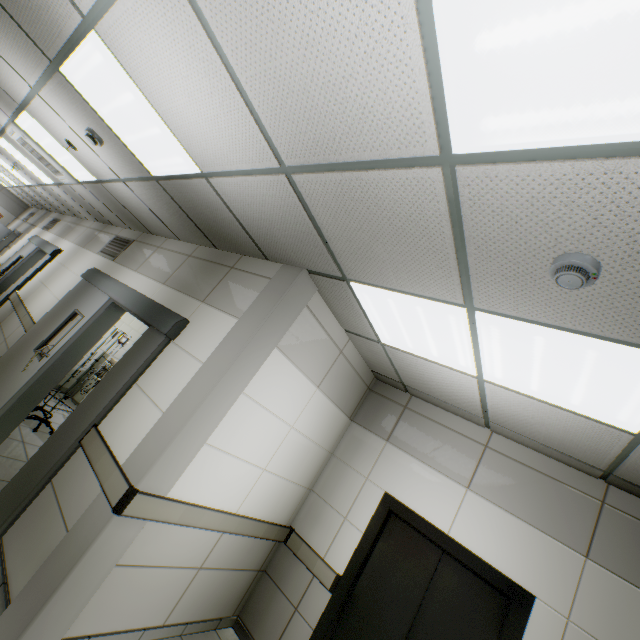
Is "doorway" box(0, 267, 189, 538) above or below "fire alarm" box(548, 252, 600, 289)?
below

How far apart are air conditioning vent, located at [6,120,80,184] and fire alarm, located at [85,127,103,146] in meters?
2.5

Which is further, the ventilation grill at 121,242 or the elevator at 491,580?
the ventilation grill at 121,242

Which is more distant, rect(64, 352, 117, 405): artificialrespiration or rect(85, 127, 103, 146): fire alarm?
rect(64, 352, 117, 405): artificialrespiration

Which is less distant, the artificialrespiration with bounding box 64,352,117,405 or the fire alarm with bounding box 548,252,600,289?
the fire alarm with bounding box 548,252,600,289

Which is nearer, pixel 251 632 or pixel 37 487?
pixel 37 487

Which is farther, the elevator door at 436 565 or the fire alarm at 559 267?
the elevator door at 436 565

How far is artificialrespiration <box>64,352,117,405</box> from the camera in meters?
6.4 m
